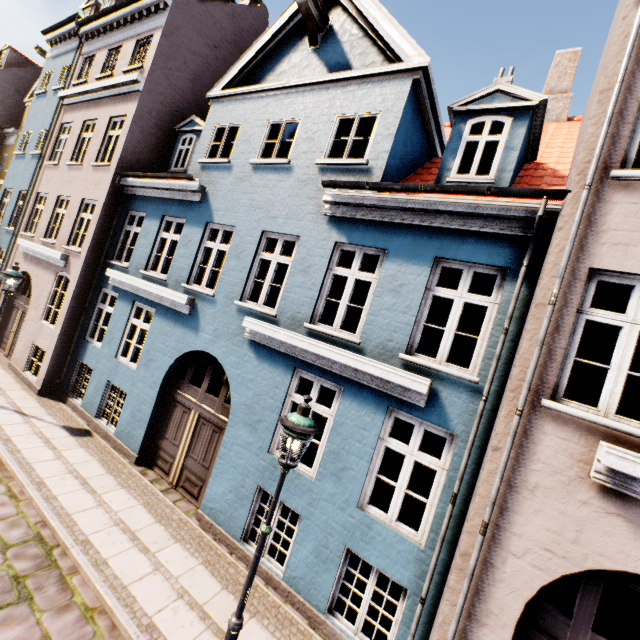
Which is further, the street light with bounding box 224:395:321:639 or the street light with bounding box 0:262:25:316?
the street light with bounding box 0:262:25:316

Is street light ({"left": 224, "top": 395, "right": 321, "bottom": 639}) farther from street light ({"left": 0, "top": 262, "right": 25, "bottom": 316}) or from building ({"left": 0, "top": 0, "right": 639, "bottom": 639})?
street light ({"left": 0, "top": 262, "right": 25, "bottom": 316})

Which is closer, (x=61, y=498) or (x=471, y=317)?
(x=61, y=498)

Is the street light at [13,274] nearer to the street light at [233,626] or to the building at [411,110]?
the building at [411,110]

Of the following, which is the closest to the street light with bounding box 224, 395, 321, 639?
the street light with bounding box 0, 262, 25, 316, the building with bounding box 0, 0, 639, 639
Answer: the building with bounding box 0, 0, 639, 639
